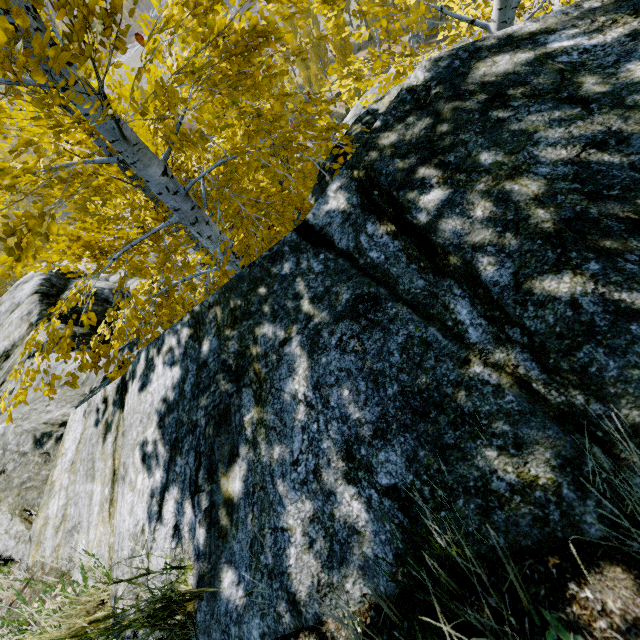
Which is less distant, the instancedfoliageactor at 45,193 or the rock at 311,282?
the rock at 311,282

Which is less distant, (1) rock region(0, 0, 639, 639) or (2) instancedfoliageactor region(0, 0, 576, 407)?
(1) rock region(0, 0, 639, 639)

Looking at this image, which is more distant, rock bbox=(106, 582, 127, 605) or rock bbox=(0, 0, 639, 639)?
rock bbox=(106, 582, 127, 605)

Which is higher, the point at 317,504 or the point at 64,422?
the point at 317,504

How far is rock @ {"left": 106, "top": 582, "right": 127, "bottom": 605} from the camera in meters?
1.6

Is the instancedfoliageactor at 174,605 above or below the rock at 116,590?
above

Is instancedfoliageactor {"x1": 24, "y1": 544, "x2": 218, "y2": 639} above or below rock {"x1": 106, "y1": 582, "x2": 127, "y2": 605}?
above
